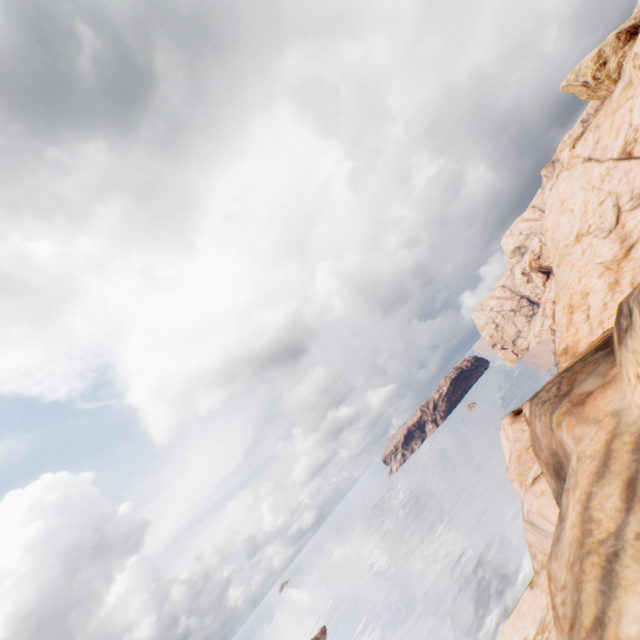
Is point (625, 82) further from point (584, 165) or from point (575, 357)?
point (575, 357)
